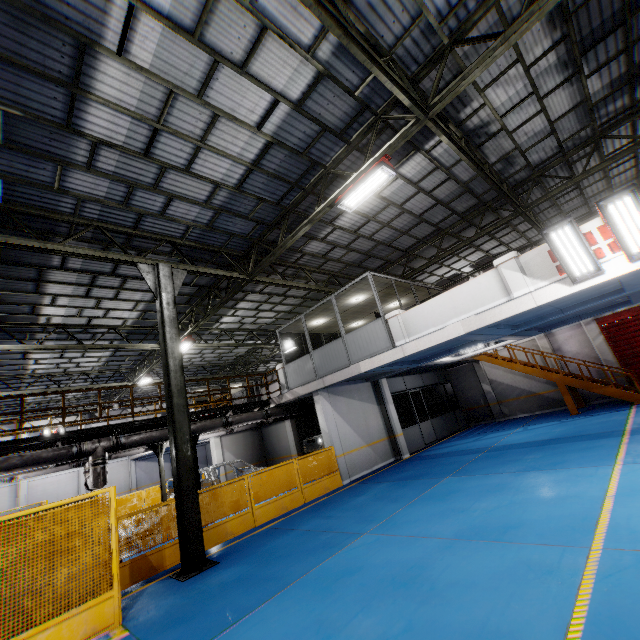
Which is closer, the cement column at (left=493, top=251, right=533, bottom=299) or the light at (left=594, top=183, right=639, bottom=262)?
the light at (left=594, top=183, right=639, bottom=262)

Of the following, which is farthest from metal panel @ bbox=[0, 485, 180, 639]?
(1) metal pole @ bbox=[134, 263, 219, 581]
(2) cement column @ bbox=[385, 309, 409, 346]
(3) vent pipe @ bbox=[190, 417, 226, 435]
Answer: (2) cement column @ bbox=[385, 309, 409, 346]

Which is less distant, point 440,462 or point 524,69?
point 524,69

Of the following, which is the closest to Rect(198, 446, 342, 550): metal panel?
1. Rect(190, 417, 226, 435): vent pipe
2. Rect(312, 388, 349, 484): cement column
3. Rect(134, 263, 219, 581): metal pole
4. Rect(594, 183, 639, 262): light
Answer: Rect(312, 388, 349, 484): cement column

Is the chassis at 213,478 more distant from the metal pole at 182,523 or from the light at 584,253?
the light at 584,253

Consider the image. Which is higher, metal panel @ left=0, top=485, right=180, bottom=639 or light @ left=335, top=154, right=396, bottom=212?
light @ left=335, top=154, right=396, bottom=212

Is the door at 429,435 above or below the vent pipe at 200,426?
below

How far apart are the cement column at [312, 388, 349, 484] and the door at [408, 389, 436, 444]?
5.83m
